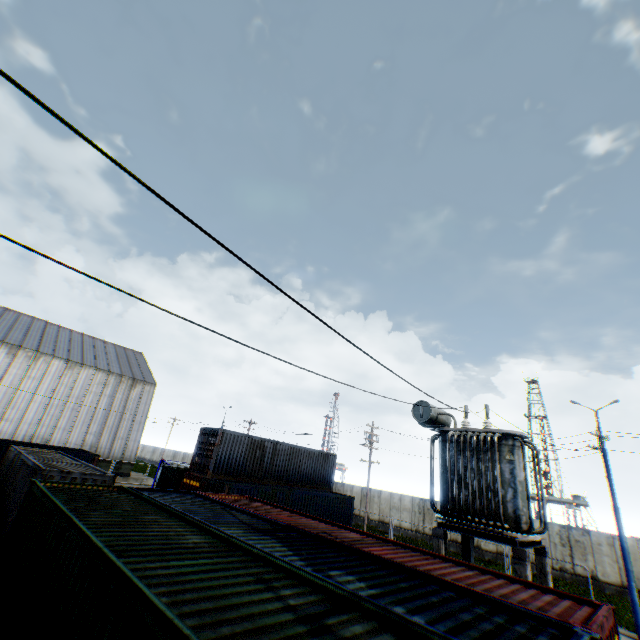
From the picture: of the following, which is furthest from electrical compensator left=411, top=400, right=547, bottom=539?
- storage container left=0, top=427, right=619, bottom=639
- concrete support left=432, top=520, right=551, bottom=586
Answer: storage container left=0, top=427, right=619, bottom=639

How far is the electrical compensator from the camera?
9.20m

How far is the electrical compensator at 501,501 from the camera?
9.2 meters

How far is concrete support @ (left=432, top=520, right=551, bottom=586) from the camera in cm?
814

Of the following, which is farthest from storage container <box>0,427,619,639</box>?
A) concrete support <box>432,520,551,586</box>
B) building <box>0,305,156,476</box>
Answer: building <box>0,305,156,476</box>

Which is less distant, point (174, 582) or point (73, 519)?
point (174, 582)

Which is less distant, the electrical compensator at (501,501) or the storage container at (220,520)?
the storage container at (220,520)
